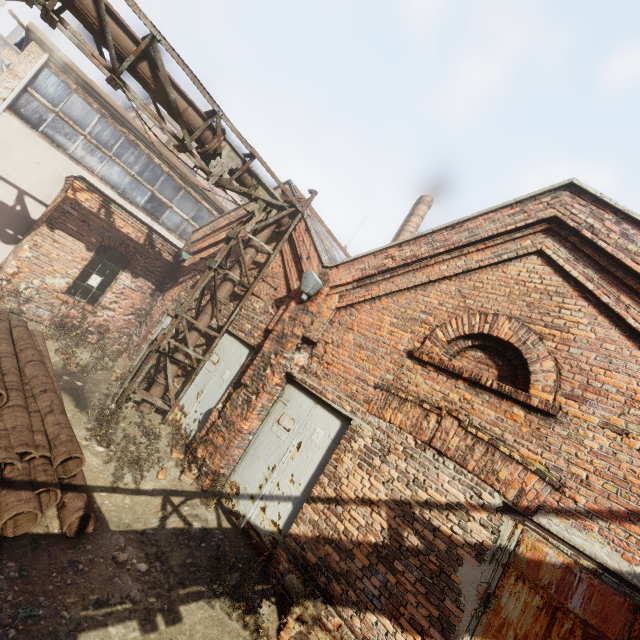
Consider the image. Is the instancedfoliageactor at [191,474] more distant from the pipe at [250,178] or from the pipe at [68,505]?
the pipe at [250,178]

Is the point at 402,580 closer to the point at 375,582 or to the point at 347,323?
the point at 375,582

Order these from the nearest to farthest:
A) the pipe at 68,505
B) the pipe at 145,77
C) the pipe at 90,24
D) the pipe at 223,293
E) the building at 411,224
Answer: the pipe at 68,505, the pipe at 90,24, the pipe at 145,77, the pipe at 223,293, the building at 411,224

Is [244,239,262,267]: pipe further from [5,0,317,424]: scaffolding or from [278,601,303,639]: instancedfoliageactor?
[278,601,303,639]: instancedfoliageactor

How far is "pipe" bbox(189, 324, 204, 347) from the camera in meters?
7.7 m

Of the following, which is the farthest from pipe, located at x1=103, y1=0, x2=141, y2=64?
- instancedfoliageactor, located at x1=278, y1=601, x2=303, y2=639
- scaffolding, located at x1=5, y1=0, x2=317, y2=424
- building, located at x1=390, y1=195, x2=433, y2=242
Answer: building, located at x1=390, y1=195, x2=433, y2=242

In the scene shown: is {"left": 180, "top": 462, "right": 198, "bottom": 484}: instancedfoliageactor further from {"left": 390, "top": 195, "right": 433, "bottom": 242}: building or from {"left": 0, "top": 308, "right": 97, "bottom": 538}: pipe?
{"left": 390, "top": 195, "right": 433, "bottom": 242}: building

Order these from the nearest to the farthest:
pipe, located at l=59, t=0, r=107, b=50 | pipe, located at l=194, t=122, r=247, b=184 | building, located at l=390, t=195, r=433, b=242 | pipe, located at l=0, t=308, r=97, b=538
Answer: pipe, located at l=0, t=308, r=97, b=538 → pipe, located at l=59, t=0, r=107, b=50 → pipe, located at l=194, t=122, r=247, b=184 → building, located at l=390, t=195, r=433, b=242
